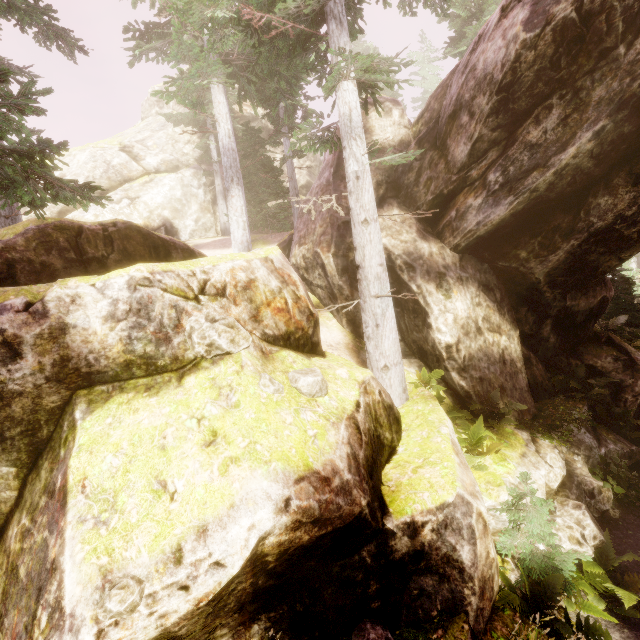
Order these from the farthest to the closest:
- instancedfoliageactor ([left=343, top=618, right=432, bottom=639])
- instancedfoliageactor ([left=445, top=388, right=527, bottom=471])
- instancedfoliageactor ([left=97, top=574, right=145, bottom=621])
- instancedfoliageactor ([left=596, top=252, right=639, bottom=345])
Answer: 1. instancedfoliageactor ([left=596, top=252, right=639, bottom=345])
2. instancedfoliageactor ([left=445, top=388, right=527, bottom=471])
3. instancedfoliageactor ([left=343, top=618, right=432, bottom=639])
4. instancedfoliageactor ([left=97, top=574, right=145, bottom=621])

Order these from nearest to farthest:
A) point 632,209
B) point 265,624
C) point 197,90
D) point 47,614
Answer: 1. point 47,614
2. point 265,624
3. point 632,209
4. point 197,90

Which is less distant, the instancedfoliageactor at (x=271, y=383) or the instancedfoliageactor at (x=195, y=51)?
the instancedfoliageactor at (x=271, y=383)

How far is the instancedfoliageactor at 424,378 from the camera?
8.5m

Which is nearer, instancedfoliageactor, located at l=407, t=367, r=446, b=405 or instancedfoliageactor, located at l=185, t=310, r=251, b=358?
instancedfoliageactor, located at l=185, t=310, r=251, b=358

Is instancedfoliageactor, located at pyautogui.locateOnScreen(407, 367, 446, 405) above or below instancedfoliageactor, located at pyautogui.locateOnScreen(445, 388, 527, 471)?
above

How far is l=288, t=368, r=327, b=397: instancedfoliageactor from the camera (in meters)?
5.03
